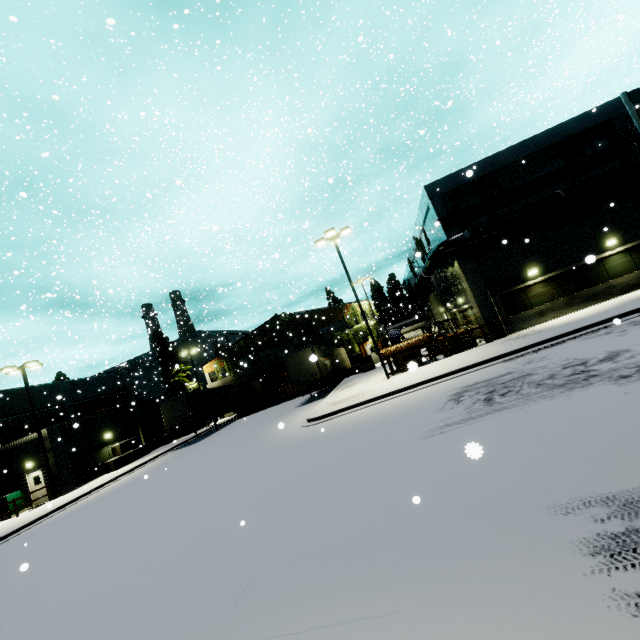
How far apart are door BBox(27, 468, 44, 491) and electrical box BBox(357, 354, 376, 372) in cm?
2585

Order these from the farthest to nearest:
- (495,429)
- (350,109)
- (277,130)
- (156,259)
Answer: (350,109)
(156,259)
(277,130)
(495,429)

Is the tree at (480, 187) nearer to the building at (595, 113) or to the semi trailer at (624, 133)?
the building at (595, 113)

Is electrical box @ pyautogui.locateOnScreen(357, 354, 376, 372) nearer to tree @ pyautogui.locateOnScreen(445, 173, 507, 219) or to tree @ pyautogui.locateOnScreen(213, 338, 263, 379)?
tree @ pyautogui.locateOnScreen(213, 338, 263, 379)

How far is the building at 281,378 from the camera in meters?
41.3

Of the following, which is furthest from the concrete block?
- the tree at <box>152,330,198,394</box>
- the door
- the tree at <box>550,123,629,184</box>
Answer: the tree at <box>550,123,629,184</box>

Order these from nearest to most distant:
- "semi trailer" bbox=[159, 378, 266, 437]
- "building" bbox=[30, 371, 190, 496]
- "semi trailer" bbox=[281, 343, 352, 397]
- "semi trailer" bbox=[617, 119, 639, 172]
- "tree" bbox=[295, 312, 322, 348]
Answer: "semi trailer" bbox=[617, 119, 639, 172] → "building" bbox=[30, 371, 190, 496] → "semi trailer" bbox=[281, 343, 352, 397] → "semi trailer" bbox=[159, 378, 266, 437] → "tree" bbox=[295, 312, 322, 348]

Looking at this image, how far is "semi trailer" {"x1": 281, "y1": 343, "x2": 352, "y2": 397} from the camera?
24.80m
